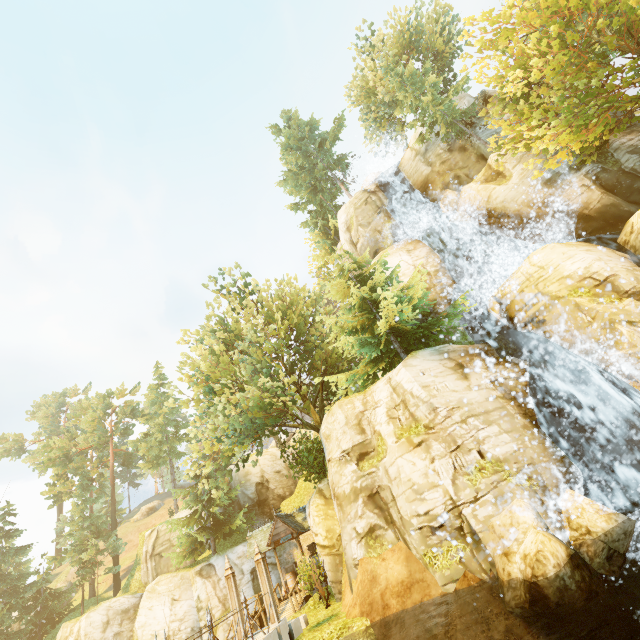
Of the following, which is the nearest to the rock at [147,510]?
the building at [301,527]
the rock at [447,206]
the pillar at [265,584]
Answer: the building at [301,527]

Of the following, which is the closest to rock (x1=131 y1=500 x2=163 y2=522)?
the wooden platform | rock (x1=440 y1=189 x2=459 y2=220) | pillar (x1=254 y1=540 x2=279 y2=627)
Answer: the wooden platform

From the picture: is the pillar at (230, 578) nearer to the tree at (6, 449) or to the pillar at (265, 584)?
the pillar at (265, 584)

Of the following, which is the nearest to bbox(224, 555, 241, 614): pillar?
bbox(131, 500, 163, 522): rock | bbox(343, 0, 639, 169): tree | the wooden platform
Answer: the wooden platform

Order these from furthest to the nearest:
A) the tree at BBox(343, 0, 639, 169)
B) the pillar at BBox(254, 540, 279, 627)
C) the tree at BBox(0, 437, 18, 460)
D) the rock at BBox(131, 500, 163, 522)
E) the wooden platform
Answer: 1. the tree at BBox(0, 437, 18, 460)
2. the rock at BBox(131, 500, 163, 522)
3. the wooden platform
4. the tree at BBox(343, 0, 639, 169)
5. the pillar at BBox(254, 540, 279, 627)

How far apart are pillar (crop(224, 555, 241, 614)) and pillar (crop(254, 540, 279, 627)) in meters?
1.0

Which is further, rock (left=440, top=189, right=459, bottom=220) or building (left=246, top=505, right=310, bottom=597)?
rock (left=440, top=189, right=459, bottom=220)

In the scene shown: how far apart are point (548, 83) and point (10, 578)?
66.3 meters
